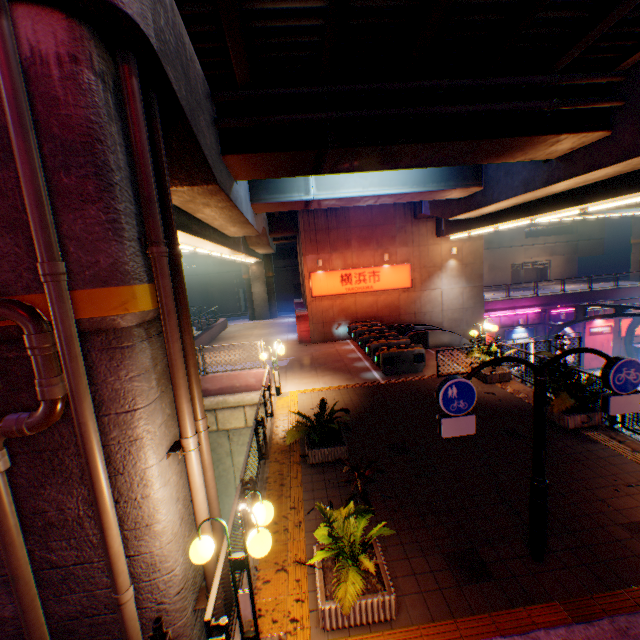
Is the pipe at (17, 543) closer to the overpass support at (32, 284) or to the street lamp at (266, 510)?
the overpass support at (32, 284)

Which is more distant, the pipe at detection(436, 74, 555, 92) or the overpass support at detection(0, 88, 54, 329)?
the pipe at detection(436, 74, 555, 92)

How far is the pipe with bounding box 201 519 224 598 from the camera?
4.7m

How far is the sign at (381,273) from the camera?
20.8m

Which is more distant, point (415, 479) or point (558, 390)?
point (558, 390)

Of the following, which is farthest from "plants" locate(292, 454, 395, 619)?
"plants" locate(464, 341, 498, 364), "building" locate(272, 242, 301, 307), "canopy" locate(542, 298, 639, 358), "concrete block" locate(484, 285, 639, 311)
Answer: "building" locate(272, 242, 301, 307)

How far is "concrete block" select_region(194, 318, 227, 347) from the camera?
22.2m

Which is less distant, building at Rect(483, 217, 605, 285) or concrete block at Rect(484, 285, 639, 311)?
concrete block at Rect(484, 285, 639, 311)
